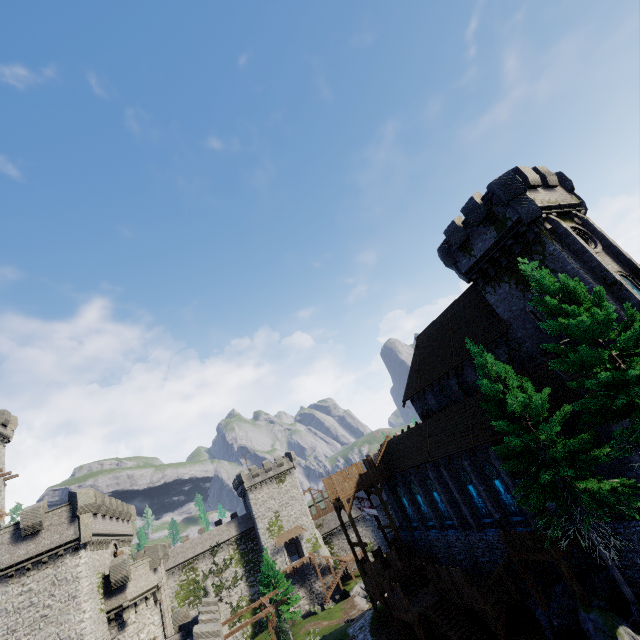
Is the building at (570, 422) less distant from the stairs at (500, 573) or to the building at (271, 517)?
the stairs at (500, 573)

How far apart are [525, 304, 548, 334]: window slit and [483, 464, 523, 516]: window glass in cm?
1018

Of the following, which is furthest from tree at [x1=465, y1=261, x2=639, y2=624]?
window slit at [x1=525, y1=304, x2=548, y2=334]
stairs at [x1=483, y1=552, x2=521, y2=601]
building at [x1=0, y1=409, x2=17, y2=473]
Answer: building at [x1=0, y1=409, x2=17, y2=473]

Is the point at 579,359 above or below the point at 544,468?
above

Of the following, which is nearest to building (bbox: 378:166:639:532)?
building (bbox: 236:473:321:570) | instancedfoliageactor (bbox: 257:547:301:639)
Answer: instancedfoliageactor (bbox: 257:547:301:639)

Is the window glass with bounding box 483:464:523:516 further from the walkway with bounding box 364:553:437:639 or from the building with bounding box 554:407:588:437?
the walkway with bounding box 364:553:437:639

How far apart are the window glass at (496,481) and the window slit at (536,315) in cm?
1018

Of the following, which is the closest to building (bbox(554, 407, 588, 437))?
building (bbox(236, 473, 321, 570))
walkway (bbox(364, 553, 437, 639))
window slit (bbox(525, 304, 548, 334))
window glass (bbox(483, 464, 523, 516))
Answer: window slit (bbox(525, 304, 548, 334))
